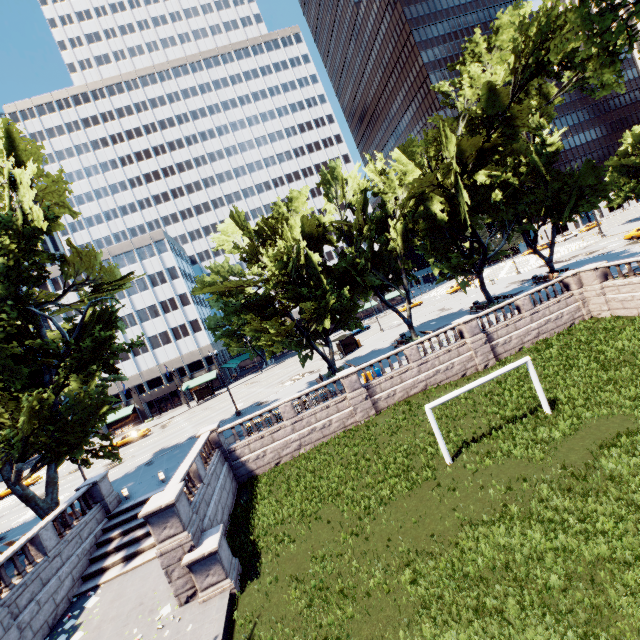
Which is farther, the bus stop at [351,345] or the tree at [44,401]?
the bus stop at [351,345]

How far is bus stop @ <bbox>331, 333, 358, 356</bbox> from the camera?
42.1m

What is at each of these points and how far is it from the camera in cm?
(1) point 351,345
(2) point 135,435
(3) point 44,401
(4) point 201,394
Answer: (1) bus stop, 4350
(2) vehicle, 4384
(3) tree, 1712
(4) bus stop, 5628

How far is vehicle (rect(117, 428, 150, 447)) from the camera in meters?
43.6 m

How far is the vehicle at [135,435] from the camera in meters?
43.6 m

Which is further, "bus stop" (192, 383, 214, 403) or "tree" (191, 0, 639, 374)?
"bus stop" (192, 383, 214, 403)

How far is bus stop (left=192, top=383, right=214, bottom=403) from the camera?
55.0 meters

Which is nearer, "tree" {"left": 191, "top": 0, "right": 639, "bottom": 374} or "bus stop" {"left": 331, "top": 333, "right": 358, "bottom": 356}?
"tree" {"left": 191, "top": 0, "right": 639, "bottom": 374}
